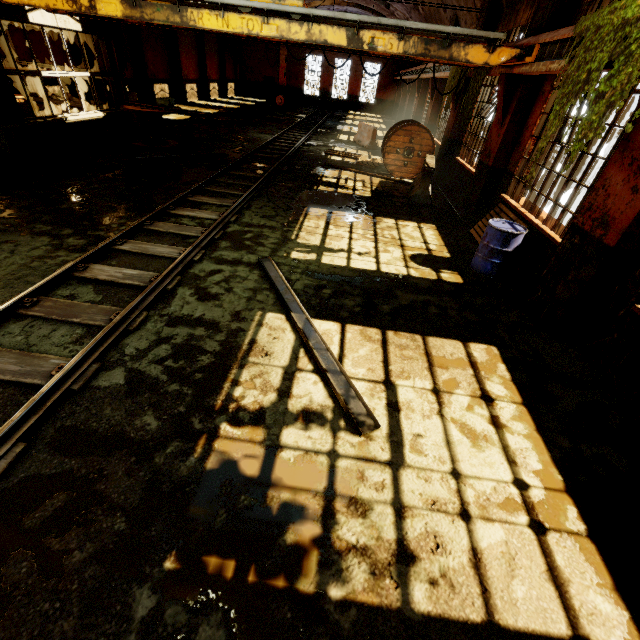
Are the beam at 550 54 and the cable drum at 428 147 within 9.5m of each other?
yes

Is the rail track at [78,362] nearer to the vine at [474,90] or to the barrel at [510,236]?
the barrel at [510,236]

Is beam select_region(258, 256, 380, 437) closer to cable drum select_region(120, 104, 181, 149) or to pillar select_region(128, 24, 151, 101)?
cable drum select_region(120, 104, 181, 149)

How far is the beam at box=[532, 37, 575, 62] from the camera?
5.4 meters

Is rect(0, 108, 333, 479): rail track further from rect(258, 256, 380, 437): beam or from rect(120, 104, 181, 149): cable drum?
rect(120, 104, 181, 149): cable drum

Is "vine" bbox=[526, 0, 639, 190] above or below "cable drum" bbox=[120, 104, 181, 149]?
above

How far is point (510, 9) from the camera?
9.3 meters

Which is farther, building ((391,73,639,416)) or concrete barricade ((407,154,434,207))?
concrete barricade ((407,154,434,207))
